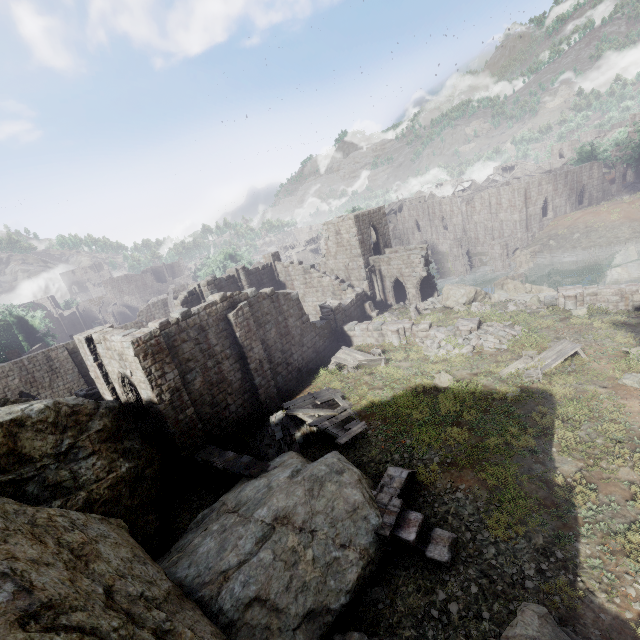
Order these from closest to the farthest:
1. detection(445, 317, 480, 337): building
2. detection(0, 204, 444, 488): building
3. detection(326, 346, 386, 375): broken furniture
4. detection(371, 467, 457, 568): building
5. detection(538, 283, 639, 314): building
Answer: detection(371, 467, 457, 568): building, detection(0, 204, 444, 488): building, detection(538, 283, 639, 314): building, detection(445, 317, 480, 337): building, detection(326, 346, 386, 375): broken furniture

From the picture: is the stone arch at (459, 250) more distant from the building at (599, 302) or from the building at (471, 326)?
the building at (599, 302)

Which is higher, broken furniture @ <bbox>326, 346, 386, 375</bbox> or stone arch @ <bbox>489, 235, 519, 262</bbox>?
broken furniture @ <bbox>326, 346, 386, 375</bbox>

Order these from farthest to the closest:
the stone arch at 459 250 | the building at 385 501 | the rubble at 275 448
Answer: the stone arch at 459 250, the rubble at 275 448, the building at 385 501

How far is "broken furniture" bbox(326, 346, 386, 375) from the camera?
20.7m

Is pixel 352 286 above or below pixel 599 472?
above

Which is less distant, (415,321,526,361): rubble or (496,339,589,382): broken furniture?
(496,339,589,382): broken furniture

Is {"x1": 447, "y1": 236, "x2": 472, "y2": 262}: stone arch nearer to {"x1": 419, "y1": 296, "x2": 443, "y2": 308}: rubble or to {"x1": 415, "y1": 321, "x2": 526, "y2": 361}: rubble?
{"x1": 419, "y1": 296, "x2": 443, "y2": 308}: rubble
